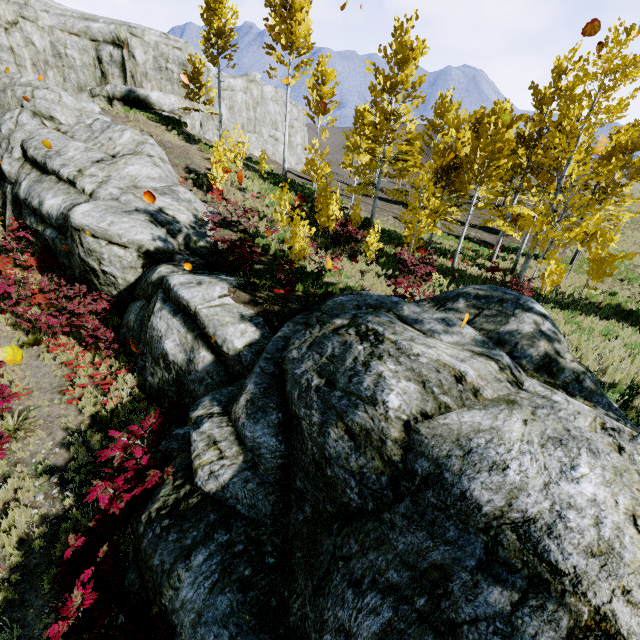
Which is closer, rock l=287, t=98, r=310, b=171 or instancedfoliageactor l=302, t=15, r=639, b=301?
instancedfoliageactor l=302, t=15, r=639, b=301

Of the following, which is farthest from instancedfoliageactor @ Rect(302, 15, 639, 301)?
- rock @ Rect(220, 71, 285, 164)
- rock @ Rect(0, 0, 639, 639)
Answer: rock @ Rect(220, 71, 285, 164)

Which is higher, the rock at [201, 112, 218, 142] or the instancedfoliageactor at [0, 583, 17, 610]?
the rock at [201, 112, 218, 142]

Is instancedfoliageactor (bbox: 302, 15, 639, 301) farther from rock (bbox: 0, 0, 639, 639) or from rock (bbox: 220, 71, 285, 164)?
rock (bbox: 220, 71, 285, 164)

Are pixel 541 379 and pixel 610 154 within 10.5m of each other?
no

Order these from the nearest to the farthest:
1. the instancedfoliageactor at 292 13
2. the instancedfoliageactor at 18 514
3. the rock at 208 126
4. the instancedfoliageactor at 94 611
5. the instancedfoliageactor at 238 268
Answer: the instancedfoliageactor at 94 611
the instancedfoliageactor at 18 514
the instancedfoliageactor at 238 268
the instancedfoliageactor at 292 13
the rock at 208 126

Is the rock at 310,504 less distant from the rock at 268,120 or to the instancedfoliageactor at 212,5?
the instancedfoliageactor at 212,5
